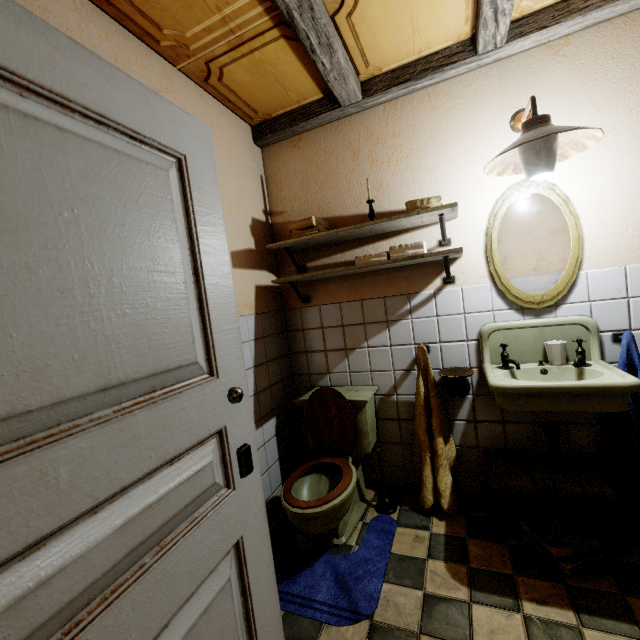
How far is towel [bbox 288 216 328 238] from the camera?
2.21m

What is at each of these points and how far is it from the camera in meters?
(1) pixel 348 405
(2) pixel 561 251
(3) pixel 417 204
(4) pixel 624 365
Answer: (1) toilet, 2.2
(2) mirror, 1.9
(3) towel, 1.9
(4) towel, 1.8

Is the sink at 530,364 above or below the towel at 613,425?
above

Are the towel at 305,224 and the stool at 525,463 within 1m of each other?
no

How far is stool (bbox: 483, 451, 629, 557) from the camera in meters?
1.6

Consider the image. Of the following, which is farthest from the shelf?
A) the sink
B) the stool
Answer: the stool

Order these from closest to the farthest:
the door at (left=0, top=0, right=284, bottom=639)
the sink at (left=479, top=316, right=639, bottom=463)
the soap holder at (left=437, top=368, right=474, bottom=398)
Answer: the door at (left=0, top=0, right=284, bottom=639) → the sink at (left=479, top=316, right=639, bottom=463) → the soap holder at (left=437, top=368, right=474, bottom=398)

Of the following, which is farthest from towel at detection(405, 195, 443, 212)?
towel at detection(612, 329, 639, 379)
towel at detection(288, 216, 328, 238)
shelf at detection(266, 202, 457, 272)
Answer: towel at detection(612, 329, 639, 379)
